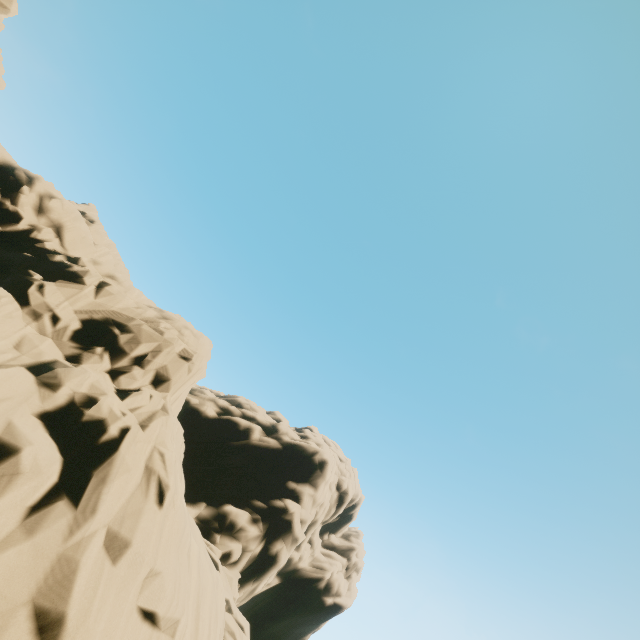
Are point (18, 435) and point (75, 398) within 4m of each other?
yes

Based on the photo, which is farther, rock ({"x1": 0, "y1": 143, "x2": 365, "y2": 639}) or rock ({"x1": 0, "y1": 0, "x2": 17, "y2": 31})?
rock ({"x1": 0, "y1": 0, "x2": 17, "y2": 31})

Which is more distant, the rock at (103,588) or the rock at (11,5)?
the rock at (11,5)
